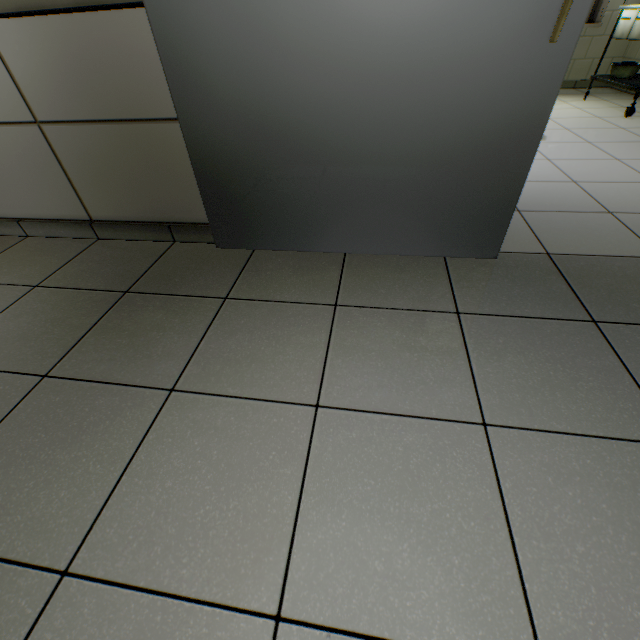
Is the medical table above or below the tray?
above

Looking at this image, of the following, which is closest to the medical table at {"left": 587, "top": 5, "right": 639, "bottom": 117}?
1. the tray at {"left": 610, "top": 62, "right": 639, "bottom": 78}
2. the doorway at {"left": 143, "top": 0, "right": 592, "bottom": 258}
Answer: the tray at {"left": 610, "top": 62, "right": 639, "bottom": 78}

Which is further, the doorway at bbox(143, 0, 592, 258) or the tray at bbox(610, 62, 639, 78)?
the tray at bbox(610, 62, 639, 78)

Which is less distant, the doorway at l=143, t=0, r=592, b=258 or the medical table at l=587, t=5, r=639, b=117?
the doorway at l=143, t=0, r=592, b=258

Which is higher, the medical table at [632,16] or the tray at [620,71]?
the medical table at [632,16]

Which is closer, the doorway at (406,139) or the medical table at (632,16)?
the doorway at (406,139)

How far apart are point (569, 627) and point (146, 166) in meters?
2.2
